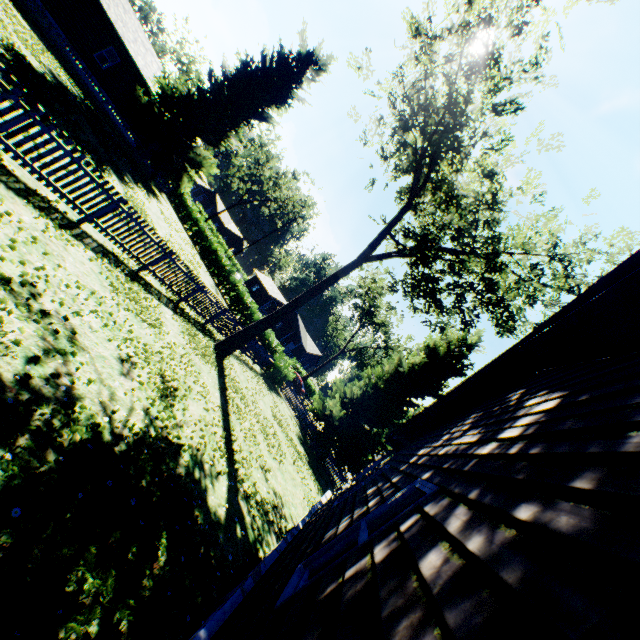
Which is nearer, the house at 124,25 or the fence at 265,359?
the fence at 265,359

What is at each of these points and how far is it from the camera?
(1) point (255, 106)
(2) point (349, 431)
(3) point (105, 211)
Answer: (1) plant, 28.44m
(2) plant, 23.53m
(3) fence, 8.77m

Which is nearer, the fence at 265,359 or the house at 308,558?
the house at 308,558

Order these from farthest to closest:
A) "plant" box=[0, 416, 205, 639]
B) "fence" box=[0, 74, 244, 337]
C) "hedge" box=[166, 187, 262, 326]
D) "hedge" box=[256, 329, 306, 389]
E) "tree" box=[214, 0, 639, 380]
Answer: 1. "hedge" box=[166, 187, 262, 326]
2. "hedge" box=[256, 329, 306, 389]
3. "tree" box=[214, 0, 639, 380]
4. "fence" box=[0, 74, 244, 337]
5. "plant" box=[0, 416, 205, 639]

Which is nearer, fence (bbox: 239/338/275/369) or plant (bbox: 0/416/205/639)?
plant (bbox: 0/416/205/639)

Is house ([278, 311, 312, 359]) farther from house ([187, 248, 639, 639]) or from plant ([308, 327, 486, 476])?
house ([187, 248, 639, 639])

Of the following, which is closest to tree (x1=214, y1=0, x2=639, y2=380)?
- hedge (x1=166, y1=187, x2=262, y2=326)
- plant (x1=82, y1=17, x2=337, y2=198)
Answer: plant (x1=82, y1=17, x2=337, y2=198)

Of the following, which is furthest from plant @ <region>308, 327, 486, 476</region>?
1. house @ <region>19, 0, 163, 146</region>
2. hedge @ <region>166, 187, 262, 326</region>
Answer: hedge @ <region>166, 187, 262, 326</region>
